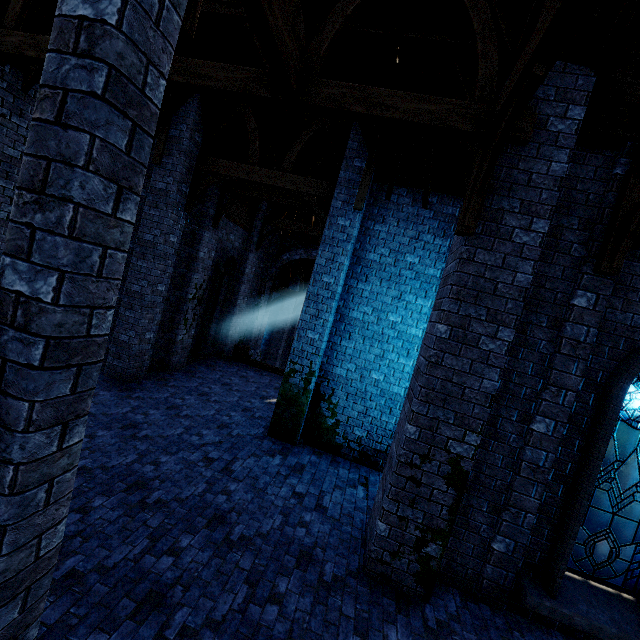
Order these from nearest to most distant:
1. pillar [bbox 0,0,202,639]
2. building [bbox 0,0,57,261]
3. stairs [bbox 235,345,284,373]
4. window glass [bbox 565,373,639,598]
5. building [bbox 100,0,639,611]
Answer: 1. pillar [bbox 0,0,202,639]
2. building [bbox 100,0,639,611]
3. window glass [bbox 565,373,639,598]
4. building [bbox 0,0,57,261]
5. stairs [bbox 235,345,284,373]

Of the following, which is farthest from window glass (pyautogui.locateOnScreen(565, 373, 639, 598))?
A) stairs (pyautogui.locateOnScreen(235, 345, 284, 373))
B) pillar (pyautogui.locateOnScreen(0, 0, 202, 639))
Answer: stairs (pyautogui.locateOnScreen(235, 345, 284, 373))

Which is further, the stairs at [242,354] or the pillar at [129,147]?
the stairs at [242,354]

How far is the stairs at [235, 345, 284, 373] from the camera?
14.9m

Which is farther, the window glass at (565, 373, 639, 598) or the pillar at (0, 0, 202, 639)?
the window glass at (565, 373, 639, 598)

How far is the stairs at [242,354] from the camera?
14.88m

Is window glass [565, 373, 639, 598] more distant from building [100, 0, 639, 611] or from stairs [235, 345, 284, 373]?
stairs [235, 345, 284, 373]

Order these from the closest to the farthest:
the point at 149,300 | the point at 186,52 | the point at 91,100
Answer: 1. the point at 91,100
2. the point at 186,52
3. the point at 149,300
